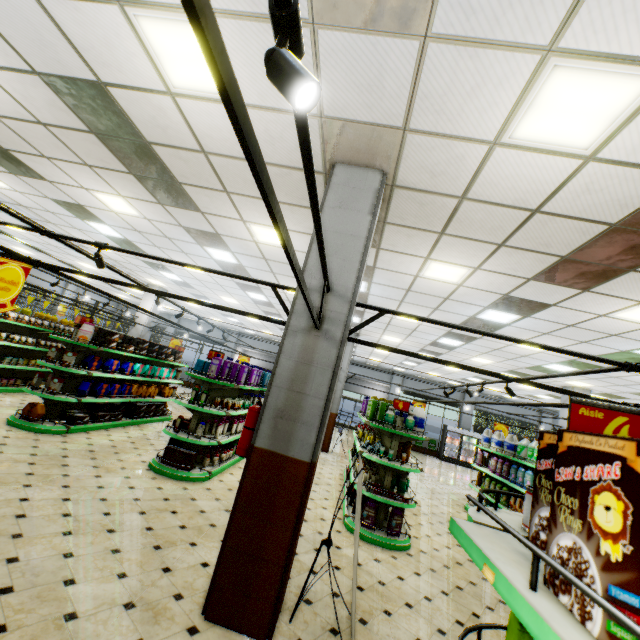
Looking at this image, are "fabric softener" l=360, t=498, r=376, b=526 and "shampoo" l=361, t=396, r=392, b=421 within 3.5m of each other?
yes

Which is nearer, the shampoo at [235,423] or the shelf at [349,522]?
the shelf at [349,522]

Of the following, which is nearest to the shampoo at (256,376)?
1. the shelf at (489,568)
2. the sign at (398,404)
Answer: the sign at (398,404)

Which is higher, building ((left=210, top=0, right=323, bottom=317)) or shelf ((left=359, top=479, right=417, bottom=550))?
building ((left=210, top=0, right=323, bottom=317))

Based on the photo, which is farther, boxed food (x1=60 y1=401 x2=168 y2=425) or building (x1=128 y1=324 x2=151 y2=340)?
building (x1=128 y1=324 x2=151 y2=340)

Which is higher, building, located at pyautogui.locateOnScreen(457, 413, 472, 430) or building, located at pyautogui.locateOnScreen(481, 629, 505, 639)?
building, located at pyautogui.locateOnScreen(457, 413, 472, 430)

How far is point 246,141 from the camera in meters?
0.9

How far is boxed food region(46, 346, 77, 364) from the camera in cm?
696
